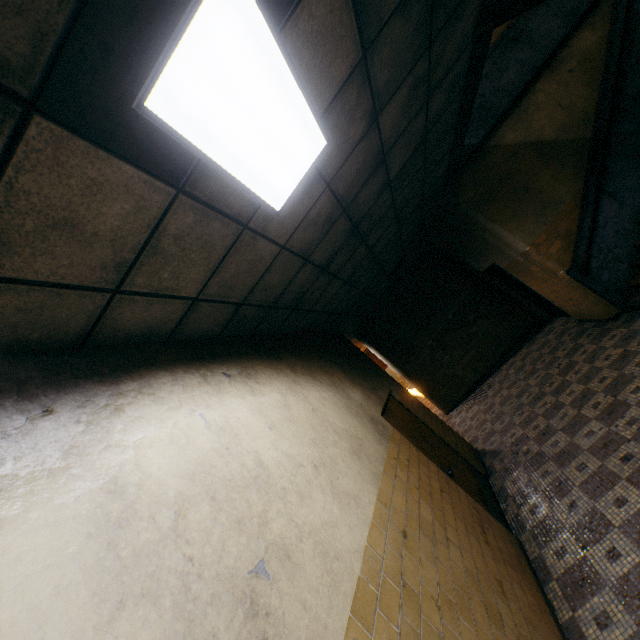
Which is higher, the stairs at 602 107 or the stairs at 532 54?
the stairs at 532 54

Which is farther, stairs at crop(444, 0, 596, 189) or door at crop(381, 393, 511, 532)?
door at crop(381, 393, 511, 532)

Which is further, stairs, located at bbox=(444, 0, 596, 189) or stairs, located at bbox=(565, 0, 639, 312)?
stairs, located at bbox=(565, 0, 639, 312)

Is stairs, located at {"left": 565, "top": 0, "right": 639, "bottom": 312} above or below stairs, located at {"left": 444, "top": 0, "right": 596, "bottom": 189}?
below

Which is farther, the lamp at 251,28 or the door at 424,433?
the door at 424,433

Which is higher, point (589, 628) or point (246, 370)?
point (246, 370)

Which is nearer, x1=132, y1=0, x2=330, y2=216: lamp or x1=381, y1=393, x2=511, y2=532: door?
x1=132, y1=0, x2=330, y2=216: lamp

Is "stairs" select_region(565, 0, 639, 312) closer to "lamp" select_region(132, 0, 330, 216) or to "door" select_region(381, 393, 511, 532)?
"lamp" select_region(132, 0, 330, 216)
